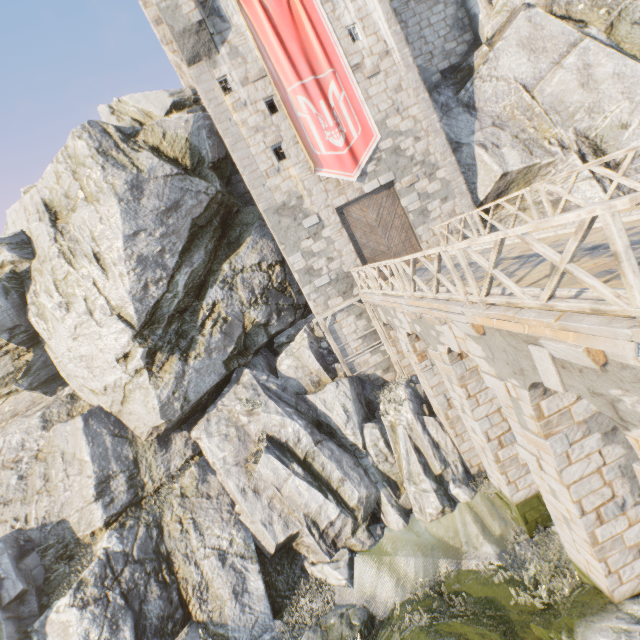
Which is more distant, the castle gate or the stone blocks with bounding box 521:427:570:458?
the castle gate

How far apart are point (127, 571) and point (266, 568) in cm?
516

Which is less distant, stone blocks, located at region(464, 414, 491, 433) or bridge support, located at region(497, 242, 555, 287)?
bridge support, located at region(497, 242, 555, 287)

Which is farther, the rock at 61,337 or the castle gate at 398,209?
the castle gate at 398,209

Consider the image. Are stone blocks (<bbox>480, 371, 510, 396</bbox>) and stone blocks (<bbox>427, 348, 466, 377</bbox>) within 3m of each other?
yes

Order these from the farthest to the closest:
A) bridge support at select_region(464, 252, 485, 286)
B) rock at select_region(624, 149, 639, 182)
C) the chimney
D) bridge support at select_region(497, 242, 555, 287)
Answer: the chimney, rock at select_region(624, 149, 639, 182), bridge support at select_region(464, 252, 485, 286), bridge support at select_region(497, 242, 555, 287)

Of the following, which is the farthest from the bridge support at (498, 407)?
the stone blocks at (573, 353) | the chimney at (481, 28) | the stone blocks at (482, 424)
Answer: the chimney at (481, 28)

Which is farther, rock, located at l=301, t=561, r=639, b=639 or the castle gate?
the castle gate
